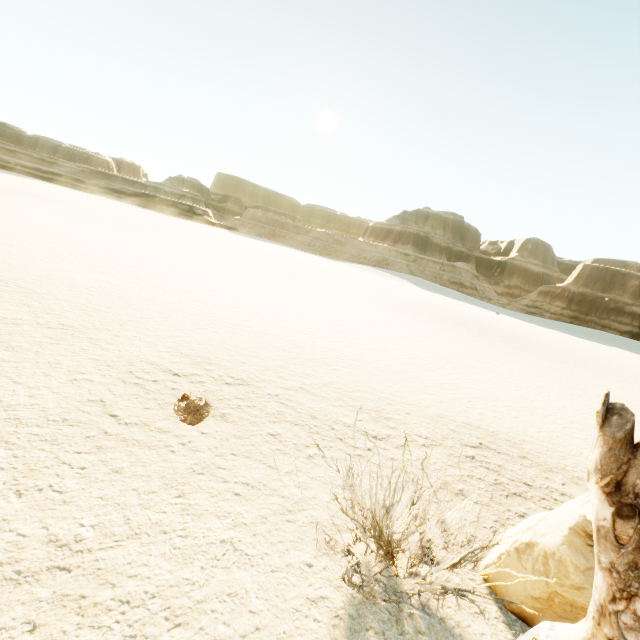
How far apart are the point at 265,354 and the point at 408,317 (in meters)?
14.96

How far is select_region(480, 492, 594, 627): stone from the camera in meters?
2.6 m

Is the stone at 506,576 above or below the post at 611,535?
below

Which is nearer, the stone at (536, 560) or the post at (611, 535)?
the post at (611, 535)

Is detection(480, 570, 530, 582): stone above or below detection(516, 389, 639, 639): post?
below

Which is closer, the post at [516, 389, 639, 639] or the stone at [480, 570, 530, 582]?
the post at [516, 389, 639, 639]
